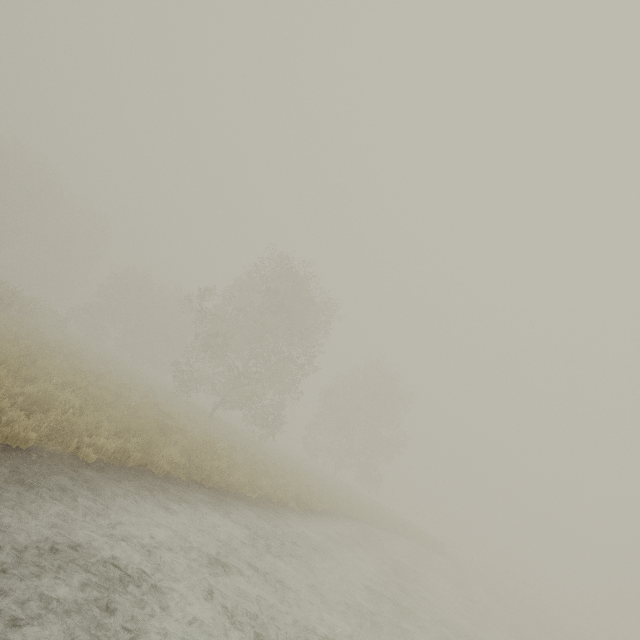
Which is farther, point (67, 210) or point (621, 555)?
point (621, 555)
